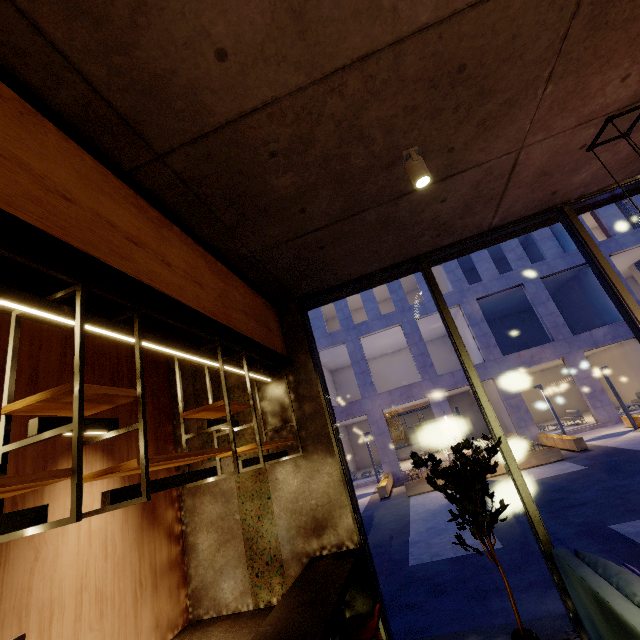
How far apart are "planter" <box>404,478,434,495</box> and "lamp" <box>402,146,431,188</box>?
13.6 meters

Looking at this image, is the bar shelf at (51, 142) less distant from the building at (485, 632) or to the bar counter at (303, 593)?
the building at (485, 632)

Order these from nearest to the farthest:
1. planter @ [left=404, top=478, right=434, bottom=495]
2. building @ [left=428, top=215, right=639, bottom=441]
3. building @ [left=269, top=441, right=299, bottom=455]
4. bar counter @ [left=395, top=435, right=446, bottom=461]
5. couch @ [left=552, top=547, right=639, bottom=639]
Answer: couch @ [left=552, top=547, right=639, bottom=639] < building @ [left=269, top=441, right=299, bottom=455] < planter @ [left=404, top=478, right=434, bottom=495] < building @ [left=428, top=215, right=639, bottom=441] < bar counter @ [left=395, top=435, right=446, bottom=461]

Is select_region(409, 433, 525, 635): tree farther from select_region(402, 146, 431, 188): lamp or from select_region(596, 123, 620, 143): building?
select_region(402, 146, 431, 188): lamp

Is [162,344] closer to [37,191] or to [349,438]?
[37,191]

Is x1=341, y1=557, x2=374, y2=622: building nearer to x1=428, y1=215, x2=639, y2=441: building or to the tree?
the tree

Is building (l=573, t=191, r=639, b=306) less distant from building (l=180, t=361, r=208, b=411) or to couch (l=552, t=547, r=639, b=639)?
building (l=180, t=361, r=208, b=411)

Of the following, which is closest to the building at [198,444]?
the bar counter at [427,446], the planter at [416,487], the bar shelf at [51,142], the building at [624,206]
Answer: the bar shelf at [51,142]
